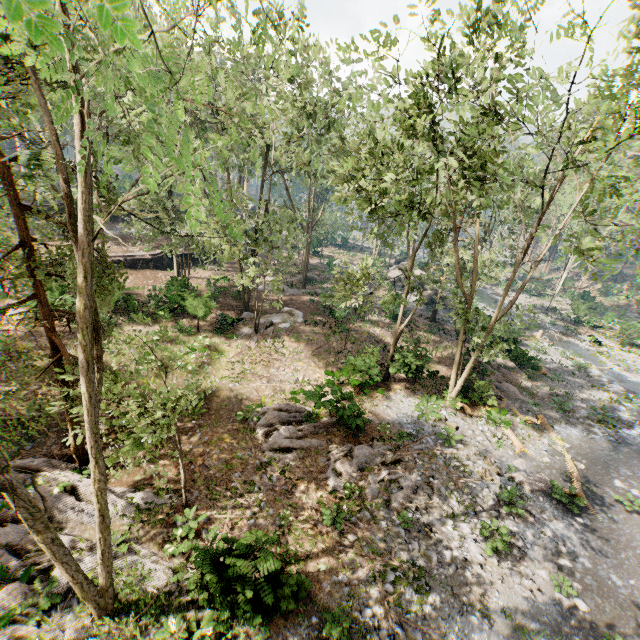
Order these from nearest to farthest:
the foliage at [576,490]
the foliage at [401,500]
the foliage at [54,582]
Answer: the foliage at [54,582]
the foliage at [401,500]
the foliage at [576,490]

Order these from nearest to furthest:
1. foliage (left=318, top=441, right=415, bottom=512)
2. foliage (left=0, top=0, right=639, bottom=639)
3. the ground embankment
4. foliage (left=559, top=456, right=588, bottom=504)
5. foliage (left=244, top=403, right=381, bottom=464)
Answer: foliage (left=0, top=0, right=639, bottom=639), foliage (left=318, top=441, right=415, bottom=512), foliage (left=559, top=456, right=588, bottom=504), foliage (left=244, top=403, right=381, bottom=464), the ground embankment

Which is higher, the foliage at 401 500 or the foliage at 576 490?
the foliage at 576 490

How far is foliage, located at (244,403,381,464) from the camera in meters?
14.4

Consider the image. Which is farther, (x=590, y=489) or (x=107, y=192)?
(x=590, y=489)

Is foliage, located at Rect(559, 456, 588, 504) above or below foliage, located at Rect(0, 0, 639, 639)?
above

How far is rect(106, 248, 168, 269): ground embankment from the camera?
30.0m
